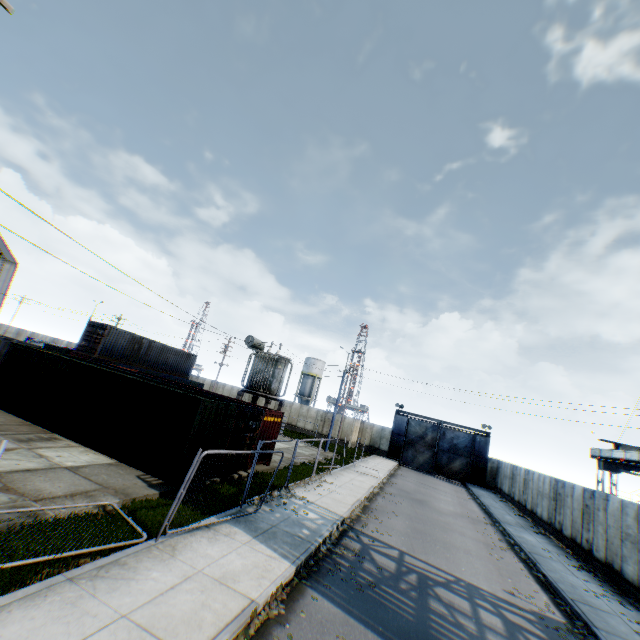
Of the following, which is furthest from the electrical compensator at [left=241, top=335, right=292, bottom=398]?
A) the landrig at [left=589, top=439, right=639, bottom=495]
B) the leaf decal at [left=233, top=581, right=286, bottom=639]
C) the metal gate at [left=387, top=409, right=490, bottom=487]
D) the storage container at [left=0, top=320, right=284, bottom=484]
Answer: the landrig at [left=589, top=439, right=639, bottom=495]

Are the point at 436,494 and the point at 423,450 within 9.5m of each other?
no

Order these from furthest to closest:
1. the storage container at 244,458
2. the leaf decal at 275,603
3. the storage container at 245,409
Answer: the storage container at 244,458
the storage container at 245,409
the leaf decal at 275,603

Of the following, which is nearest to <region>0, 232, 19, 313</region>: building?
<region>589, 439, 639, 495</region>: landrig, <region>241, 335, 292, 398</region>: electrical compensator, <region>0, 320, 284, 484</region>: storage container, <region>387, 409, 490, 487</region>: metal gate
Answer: <region>0, 320, 284, 484</region>: storage container

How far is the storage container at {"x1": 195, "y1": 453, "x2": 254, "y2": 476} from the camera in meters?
12.7

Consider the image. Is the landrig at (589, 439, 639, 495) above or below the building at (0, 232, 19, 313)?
below

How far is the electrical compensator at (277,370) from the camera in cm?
2158

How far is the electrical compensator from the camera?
21.6m
